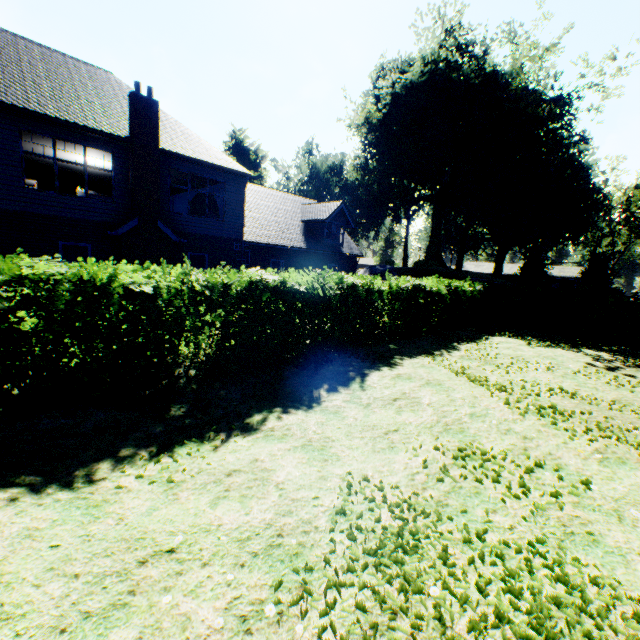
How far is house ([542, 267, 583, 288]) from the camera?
55.47m

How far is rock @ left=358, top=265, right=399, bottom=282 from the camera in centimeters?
3603cm

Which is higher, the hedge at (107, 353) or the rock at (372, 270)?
the rock at (372, 270)

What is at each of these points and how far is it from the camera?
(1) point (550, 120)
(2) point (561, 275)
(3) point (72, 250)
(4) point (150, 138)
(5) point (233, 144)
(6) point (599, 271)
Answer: (1) plant, 35.84m
(2) house, 56.53m
(3) curtain, 12.98m
(4) chimney, 13.44m
(5) plant, 51.53m
(6) plant, 43.31m

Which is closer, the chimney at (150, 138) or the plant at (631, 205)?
the chimney at (150, 138)

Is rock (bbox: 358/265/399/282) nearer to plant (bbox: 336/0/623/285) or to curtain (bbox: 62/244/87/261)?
plant (bbox: 336/0/623/285)

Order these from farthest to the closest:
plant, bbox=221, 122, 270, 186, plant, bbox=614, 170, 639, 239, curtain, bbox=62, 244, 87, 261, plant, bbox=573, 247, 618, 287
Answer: plant, bbox=614, 170, 639, 239
plant, bbox=221, 122, 270, 186
plant, bbox=573, 247, 618, 287
curtain, bbox=62, 244, 87, 261

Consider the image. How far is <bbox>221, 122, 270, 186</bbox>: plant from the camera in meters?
48.4 m
